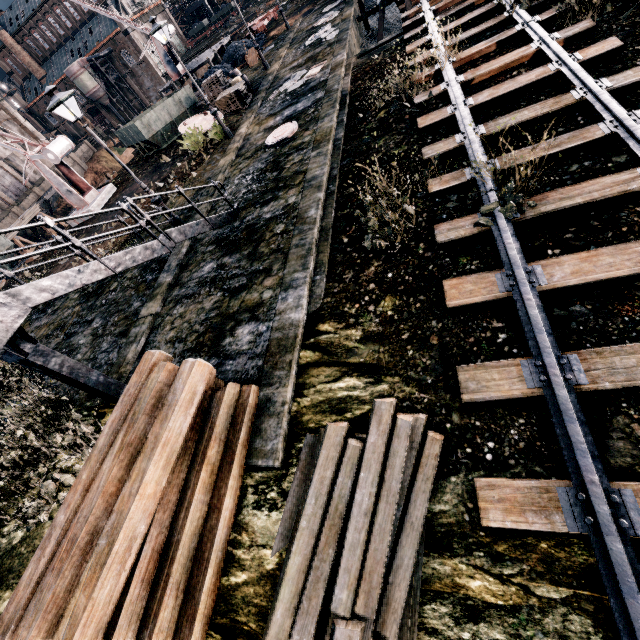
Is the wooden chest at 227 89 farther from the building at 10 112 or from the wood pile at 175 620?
the building at 10 112

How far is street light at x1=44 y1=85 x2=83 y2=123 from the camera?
10.30m

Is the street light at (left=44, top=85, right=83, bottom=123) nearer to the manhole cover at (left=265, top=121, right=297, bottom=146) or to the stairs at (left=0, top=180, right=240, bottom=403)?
the stairs at (left=0, top=180, right=240, bottom=403)

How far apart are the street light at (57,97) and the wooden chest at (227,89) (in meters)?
12.64

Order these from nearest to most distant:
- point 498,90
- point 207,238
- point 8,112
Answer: point 498,90
point 207,238
point 8,112

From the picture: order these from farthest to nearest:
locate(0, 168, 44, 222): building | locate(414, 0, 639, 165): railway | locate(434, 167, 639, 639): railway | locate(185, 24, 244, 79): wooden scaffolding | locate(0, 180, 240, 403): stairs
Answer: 1. locate(0, 168, 44, 222): building
2. locate(185, 24, 244, 79): wooden scaffolding
3. locate(414, 0, 639, 165): railway
4. locate(0, 180, 240, 403): stairs
5. locate(434, 167, 639, 639): railway

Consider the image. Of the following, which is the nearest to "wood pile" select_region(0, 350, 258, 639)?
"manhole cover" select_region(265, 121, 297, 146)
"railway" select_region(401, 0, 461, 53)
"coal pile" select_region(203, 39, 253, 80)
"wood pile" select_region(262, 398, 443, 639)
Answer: "wood pile" select_region(262, 398, 443, 639)

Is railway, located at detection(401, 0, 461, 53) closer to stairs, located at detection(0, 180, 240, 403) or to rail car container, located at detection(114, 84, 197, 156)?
stairs, located at detection(0, 180, 240, 403)
